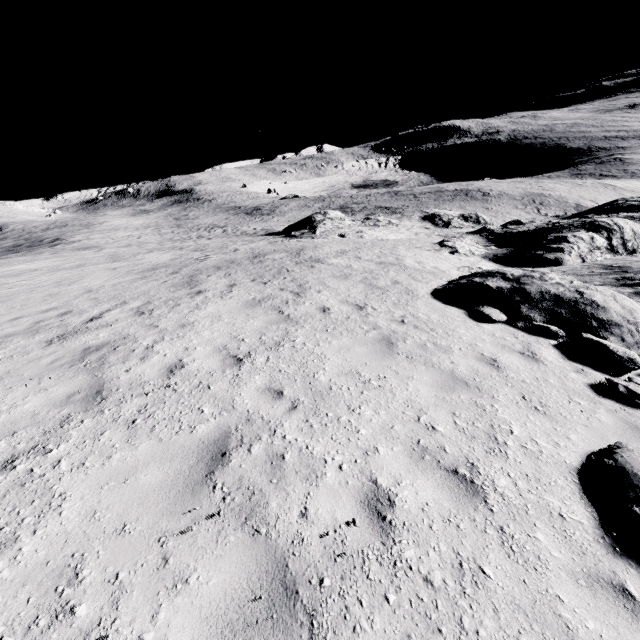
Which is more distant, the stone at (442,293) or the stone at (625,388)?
the stone at (442,293)

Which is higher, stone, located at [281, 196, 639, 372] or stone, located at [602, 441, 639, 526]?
stone, located at [602, 441, 639, 526]

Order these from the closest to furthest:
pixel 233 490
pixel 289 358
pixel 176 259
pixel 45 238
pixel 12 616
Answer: pixel 12 616 < pixel 233 490 < pixel 289 358 < pixel 176 259 < pixel 45 238

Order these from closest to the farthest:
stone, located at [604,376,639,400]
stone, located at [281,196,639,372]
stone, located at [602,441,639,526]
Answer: stone, located at [602,441,639,526] < stone, located at [604,376,639,400] < stone, located at [281,196,639,372]

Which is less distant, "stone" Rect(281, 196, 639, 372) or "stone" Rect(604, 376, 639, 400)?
"stone" Rect(604, 376, 639, 400)

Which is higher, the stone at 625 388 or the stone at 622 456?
the stone at 622 456

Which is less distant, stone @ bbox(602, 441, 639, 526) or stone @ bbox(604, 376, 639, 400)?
stone @ bbox(602, 441, 639, 526)
